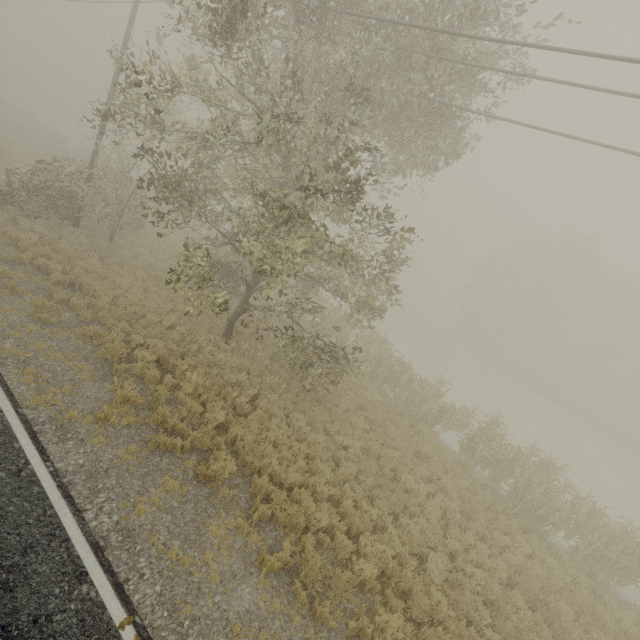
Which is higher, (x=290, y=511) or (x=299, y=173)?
(x=299, y=173)
